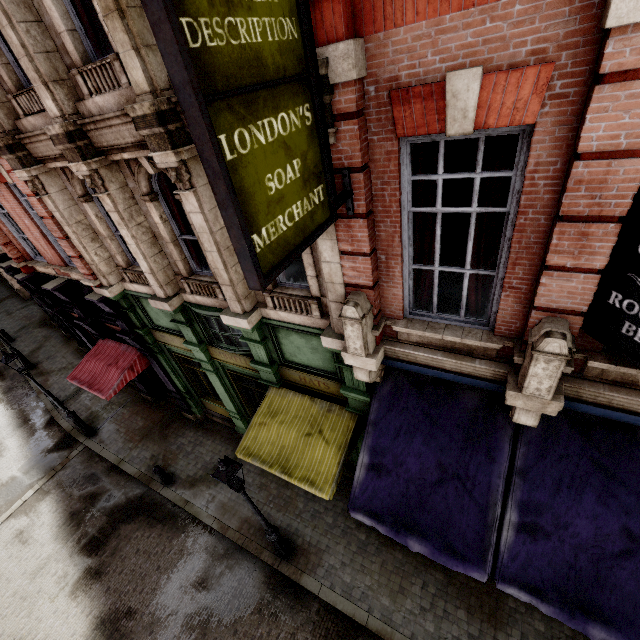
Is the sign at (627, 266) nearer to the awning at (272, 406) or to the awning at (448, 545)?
the awning at (448, 545)

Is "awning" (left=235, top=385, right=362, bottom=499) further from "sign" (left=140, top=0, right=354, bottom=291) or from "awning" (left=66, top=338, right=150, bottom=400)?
"awning" (left=66, top=338, right=150, bottom=400)

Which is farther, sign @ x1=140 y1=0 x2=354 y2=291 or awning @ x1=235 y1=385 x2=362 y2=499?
awning @ x1=235 y1=385 x2=362 y2=499

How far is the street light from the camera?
5.8m

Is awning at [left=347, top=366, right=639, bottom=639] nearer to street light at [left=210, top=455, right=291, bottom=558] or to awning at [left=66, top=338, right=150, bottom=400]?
street light at [left=210, top=455, right=291, bottom=558]

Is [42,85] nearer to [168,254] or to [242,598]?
[168,254]

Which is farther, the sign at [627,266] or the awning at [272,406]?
the awning at [272,406]

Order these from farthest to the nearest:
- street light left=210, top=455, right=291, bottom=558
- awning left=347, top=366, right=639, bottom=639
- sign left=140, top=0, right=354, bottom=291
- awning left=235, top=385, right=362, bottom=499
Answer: awning left=235, top=385, right=362, bottom=499, street light left=210, top=455, right=291, bottom=558, awning left=347, top=366, right=639, bottom=639, sign left=140, top=0, right=354, bottom=291
